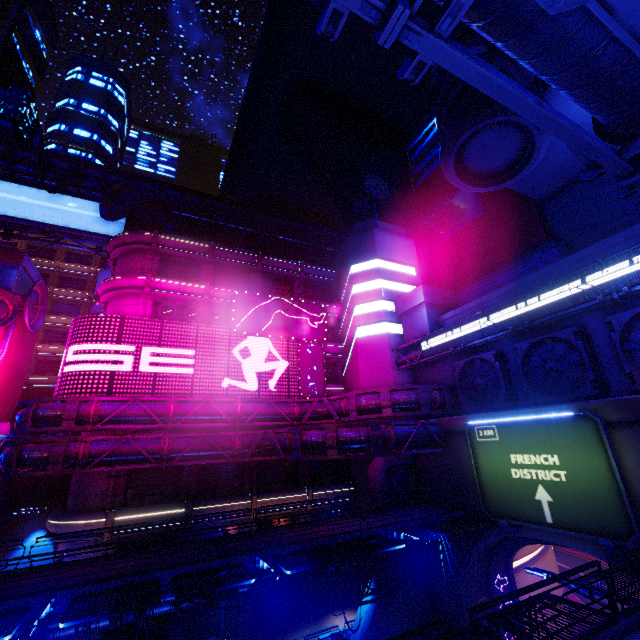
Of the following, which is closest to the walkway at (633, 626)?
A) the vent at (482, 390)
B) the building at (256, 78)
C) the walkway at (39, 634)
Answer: the vent at (482, 390)

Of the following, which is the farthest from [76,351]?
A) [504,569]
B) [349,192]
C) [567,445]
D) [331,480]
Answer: [349,192]

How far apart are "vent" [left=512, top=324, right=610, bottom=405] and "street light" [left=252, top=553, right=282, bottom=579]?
17.6m

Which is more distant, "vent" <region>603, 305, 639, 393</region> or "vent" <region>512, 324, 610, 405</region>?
"vent" <region>512, 324, 610, 405</region>

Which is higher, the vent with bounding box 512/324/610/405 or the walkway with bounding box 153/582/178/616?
the vent with bounding box 512/324/610/405

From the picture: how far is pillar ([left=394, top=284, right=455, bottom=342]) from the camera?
29.7m

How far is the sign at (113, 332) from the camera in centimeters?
2455cm

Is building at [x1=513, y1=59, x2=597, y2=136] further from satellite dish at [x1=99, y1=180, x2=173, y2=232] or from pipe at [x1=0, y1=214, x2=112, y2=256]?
pipe at [x1=0, y1=214, x2=112, y2=256]
